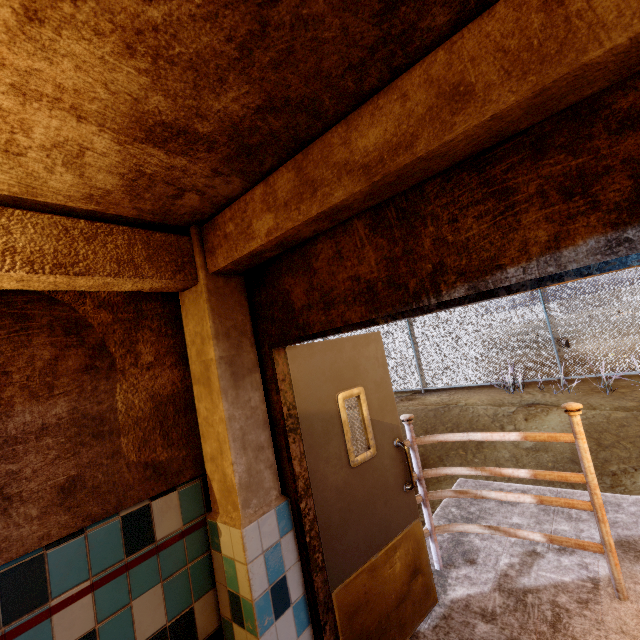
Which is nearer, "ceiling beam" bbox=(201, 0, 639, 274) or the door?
"ceiling beam" bbox=(201, 0, 639, 274)

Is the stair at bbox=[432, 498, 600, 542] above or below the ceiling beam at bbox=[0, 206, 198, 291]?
below

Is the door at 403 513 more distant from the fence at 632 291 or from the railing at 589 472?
the fence at 632 291

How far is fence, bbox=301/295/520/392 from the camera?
9.77m

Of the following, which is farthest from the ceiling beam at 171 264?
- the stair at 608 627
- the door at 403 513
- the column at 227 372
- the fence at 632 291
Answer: the fence at 632 291

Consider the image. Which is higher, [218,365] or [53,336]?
[53,336]

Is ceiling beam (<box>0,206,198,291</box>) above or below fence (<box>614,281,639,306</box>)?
above

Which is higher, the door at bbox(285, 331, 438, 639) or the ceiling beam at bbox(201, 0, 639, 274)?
the ceiling beam at bbox(201, 0, 639, 274)
